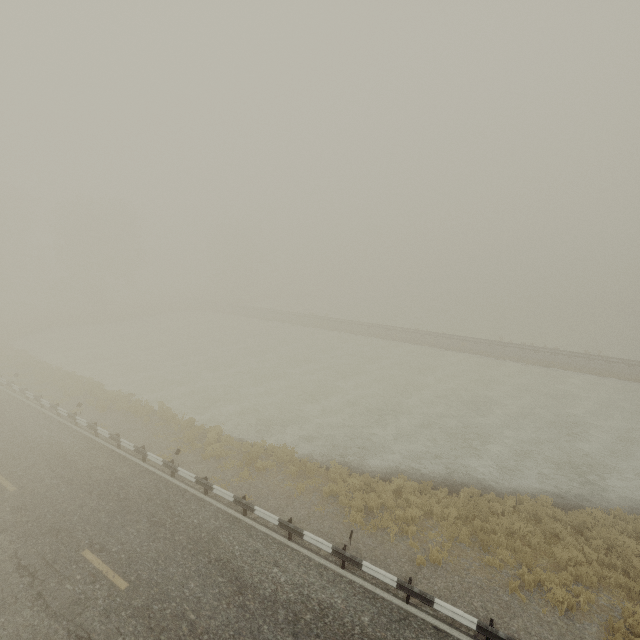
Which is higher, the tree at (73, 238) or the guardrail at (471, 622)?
the tree at (73, 238)

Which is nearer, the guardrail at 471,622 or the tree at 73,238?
the guardrail at 471,622

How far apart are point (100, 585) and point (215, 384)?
16.5 meters

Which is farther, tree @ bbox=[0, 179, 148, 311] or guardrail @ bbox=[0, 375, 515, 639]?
tree @ bbox=[0, 179, 148, 311]

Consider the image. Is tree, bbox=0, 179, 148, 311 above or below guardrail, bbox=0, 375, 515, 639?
above
